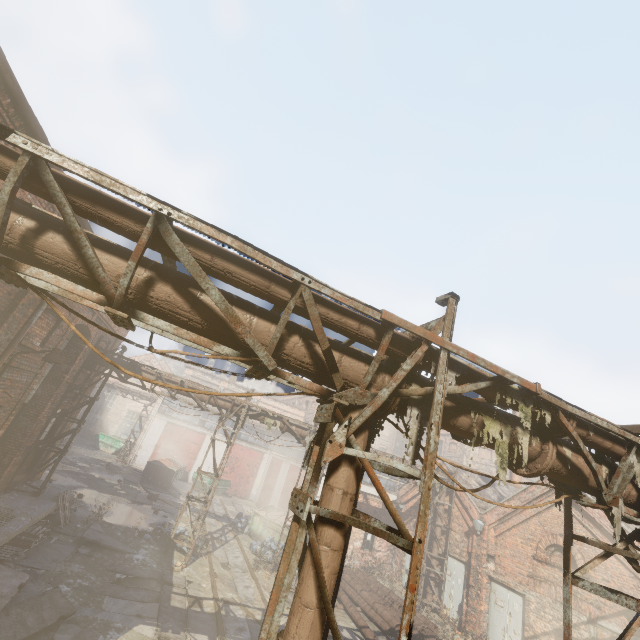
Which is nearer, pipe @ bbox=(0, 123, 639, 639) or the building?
pipe @ bbox=(0, 123, 639, 639)

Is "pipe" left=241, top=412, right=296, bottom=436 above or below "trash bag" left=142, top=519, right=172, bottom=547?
above

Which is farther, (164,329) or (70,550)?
(70,550)

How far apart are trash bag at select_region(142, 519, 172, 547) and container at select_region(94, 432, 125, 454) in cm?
2012

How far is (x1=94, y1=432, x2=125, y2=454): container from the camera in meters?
30.6 m

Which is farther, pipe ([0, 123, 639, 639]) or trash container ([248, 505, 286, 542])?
trash container ([248, 505, 286, 542])

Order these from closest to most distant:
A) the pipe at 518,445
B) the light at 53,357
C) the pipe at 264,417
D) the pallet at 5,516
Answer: the pipe at 518,445 < the light at 53,357 < the pallet at 5,516 < the pipe at 264,417

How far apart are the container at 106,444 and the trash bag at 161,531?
20.12m
